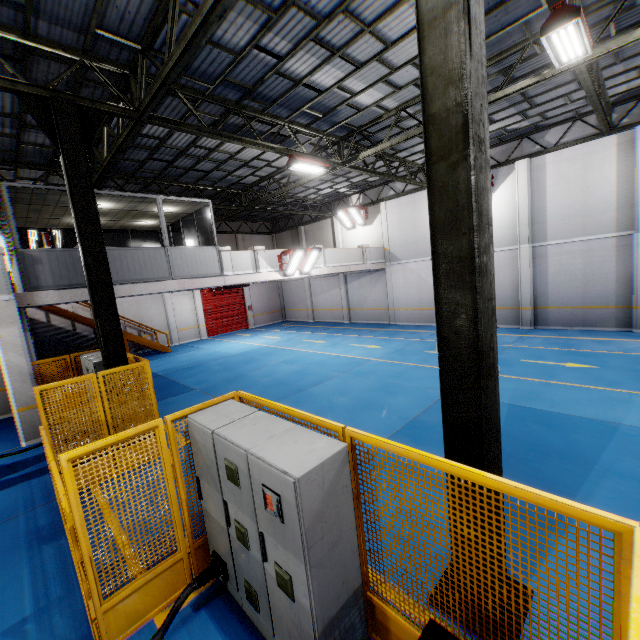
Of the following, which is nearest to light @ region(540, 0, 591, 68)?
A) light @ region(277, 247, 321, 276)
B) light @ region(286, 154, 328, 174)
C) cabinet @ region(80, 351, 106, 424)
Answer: light @ region(286, 154, 328, 174)

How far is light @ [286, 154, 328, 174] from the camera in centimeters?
1114cm

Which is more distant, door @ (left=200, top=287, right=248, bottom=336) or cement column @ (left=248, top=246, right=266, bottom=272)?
door @ (left=200, top=287, right=248, bottom=336)

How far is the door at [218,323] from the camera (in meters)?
25.09

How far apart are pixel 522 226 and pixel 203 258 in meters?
14.6 m

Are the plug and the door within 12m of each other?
no

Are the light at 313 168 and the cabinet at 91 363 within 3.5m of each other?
no

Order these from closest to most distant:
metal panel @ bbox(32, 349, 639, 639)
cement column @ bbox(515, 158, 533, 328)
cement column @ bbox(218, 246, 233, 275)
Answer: metal panel @ bbox(32, 349, 639, 639)
cement column @ bbox(218, 246, 233, 275)
cement column @ bbox(515, 158, 533, 328)
